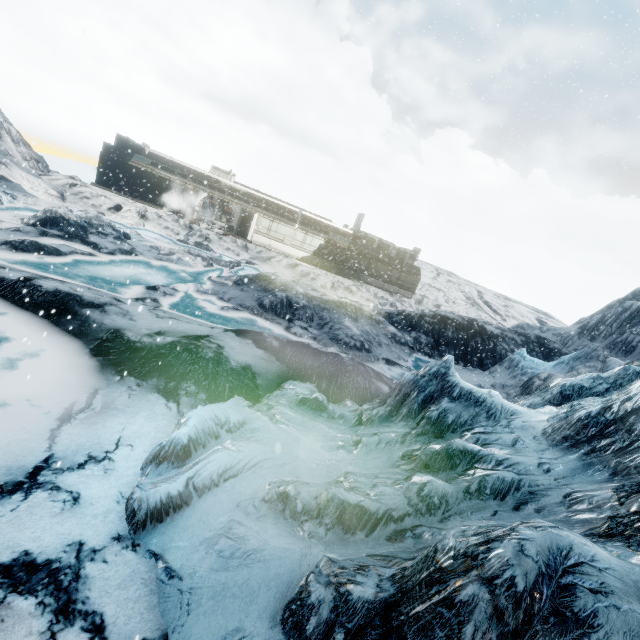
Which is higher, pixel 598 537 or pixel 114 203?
pixel 598 537
